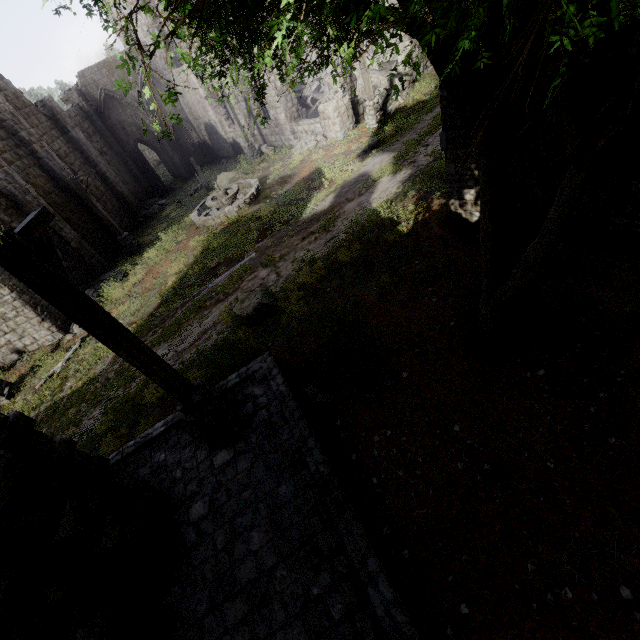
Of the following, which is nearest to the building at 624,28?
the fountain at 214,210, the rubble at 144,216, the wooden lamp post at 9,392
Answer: the rubble at 144,216

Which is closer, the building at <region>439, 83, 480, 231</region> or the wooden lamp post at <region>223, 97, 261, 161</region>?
the building at <region>439, 83, 480, 231</region>

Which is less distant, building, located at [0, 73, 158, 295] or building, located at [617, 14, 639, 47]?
building, located at [617, 14, 639, 47]

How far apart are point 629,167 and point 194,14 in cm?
543

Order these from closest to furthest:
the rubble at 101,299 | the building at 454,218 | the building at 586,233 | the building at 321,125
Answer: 1. the building at 586,233
2. the building at 454,218
3. the rubble at 101,299
4. the building at 321,125

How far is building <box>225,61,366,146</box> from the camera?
17.67m

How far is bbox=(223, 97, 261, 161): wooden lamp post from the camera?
21.4 meters

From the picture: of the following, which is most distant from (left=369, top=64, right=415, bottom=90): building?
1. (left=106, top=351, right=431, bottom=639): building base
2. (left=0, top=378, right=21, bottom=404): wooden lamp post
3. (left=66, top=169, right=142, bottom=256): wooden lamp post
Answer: (left=0, top=378, right=21, bottom=404): wooden lamp post
